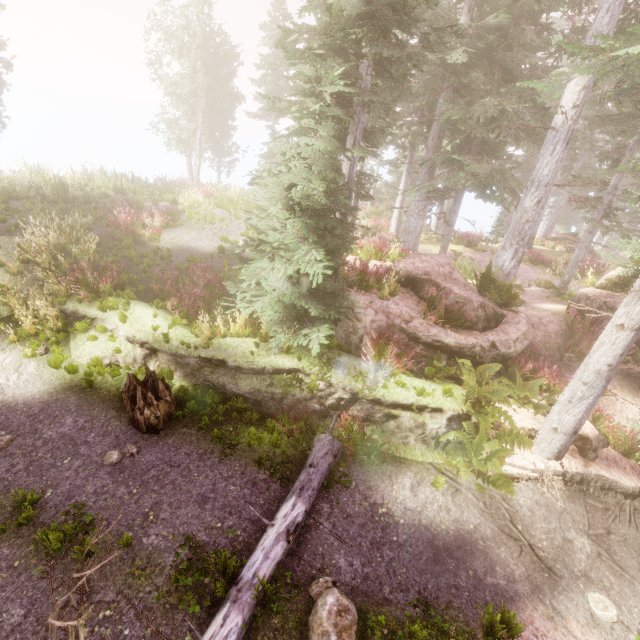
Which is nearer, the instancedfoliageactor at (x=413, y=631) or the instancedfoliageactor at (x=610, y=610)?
the instancedfoliageactor at (x=413, y=631)

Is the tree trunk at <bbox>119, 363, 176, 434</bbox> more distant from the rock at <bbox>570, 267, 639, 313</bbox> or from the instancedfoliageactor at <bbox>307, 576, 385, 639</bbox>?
the rock at <bbox>570, 267, 639, 313</bbox>

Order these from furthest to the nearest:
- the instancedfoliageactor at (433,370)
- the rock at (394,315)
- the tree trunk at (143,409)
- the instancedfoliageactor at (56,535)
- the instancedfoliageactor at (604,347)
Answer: the rock at (394,315) → the instancedfoliageactor at (433,370) → the tree trunk at (143,409) → the instancedfoliageactor at (604,347) → the instancedfoliageactor at (56,535)

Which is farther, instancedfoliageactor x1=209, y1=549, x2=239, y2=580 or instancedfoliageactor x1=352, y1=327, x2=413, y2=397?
instancedfoliageactor x1=352, y1=327, x2=413, y2=397

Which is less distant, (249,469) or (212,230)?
(249,469)

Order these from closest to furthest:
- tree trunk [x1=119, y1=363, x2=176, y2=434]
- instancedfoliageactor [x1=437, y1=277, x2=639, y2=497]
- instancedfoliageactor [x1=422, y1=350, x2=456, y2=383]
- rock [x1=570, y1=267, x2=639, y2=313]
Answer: instancedfoliageactor [x1=437, y1=277, x2=639, y2=497]
tree trunk [x1=119, y1=363, x2=176, y2=434]
instancedfoliageactor [x1=422, y1=350, x2=456, y2=383]
rock [x1=570, y1=267, x2=639, y2=313]
